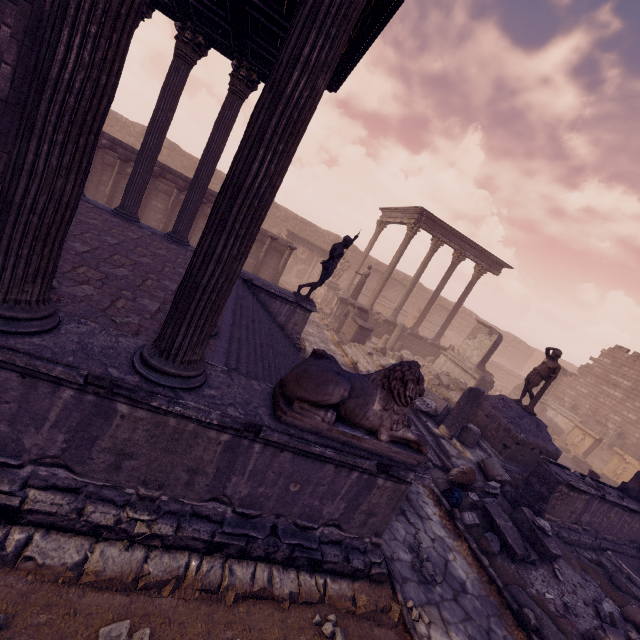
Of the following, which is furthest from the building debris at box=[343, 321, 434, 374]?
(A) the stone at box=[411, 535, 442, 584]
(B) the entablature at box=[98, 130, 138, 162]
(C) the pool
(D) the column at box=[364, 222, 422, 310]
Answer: (B) the entablature at box=[98, 130, 138, 162]

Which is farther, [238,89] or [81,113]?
[238,89]

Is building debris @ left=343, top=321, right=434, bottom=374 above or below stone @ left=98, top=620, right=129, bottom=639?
above

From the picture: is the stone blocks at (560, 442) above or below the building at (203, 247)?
above

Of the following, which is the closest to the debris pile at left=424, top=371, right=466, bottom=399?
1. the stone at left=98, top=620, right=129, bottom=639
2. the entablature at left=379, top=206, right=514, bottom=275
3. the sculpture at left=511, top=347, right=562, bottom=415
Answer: the sculpture at left=511, top=347, right=562, bottom=415

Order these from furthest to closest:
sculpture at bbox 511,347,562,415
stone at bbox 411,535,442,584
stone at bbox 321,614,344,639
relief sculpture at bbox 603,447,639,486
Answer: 1. relief sculpture at bbox 603,447,639,486
2. sculpture at bbox 511,347,562,415
3. stone at bbox 411,535,442,584
4. stone at bbox 321,614,344,639

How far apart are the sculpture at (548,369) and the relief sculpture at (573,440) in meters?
11.3

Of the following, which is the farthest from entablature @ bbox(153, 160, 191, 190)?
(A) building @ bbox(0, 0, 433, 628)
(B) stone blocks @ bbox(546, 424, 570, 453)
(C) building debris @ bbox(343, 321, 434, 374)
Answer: (B) stone blocks @ bbox(546, 424, 570, 453)
